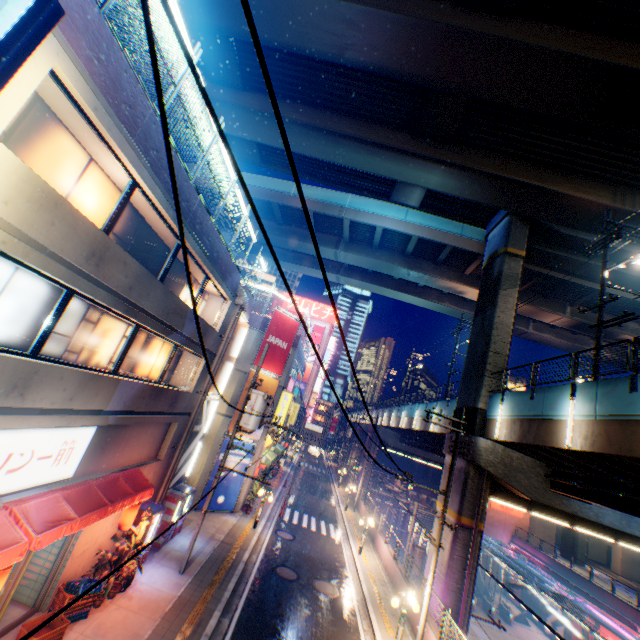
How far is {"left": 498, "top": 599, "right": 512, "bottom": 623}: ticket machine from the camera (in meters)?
33.56

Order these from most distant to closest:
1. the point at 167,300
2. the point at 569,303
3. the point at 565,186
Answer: the point at 569,303, the point at 565,186, the point at 167,300

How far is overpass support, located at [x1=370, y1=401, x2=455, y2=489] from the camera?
20.7m

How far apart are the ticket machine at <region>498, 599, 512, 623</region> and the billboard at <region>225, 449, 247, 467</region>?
33.73m

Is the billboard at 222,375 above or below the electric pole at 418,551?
above

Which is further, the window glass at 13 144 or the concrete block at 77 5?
the window glass at 13 144

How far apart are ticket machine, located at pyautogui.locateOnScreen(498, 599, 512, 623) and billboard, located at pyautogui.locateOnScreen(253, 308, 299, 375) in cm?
3626

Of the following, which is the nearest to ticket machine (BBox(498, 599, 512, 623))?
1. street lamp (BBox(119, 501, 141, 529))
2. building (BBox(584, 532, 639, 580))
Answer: building (BBox(584, 532, 639, 580))
